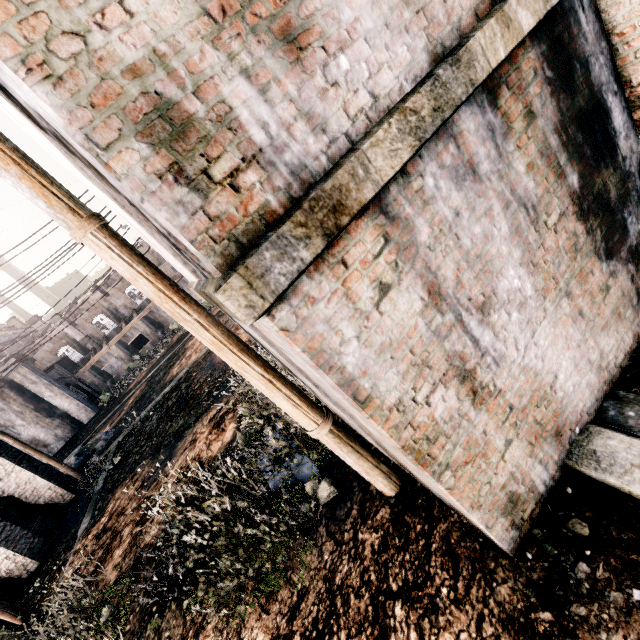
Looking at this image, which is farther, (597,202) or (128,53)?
(597,202)

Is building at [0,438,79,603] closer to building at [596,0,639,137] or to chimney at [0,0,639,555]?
chimney at [0,0,639,555]

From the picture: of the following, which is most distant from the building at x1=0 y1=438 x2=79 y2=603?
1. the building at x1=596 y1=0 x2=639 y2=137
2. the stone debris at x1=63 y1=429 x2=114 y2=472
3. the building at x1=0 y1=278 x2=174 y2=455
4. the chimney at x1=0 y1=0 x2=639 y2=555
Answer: the building at x1=0 y1=278 x2=174 y2=455

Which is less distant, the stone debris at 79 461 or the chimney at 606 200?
the chimney at 606 200

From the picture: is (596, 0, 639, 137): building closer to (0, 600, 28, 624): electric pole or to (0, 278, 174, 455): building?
(0, 600, 28, 624): electric pole

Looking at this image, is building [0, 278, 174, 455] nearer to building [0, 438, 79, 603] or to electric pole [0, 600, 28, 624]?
building [0, 438, 79, 603]

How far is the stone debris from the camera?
21.1 meters

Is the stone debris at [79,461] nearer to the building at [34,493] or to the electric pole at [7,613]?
the building at [34,493]
